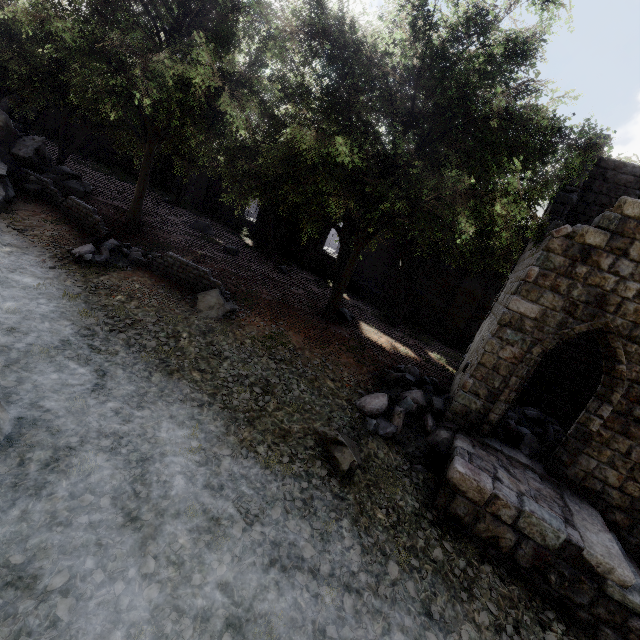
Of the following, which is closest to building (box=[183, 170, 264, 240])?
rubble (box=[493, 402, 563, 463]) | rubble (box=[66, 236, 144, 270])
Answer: rubble (box=[493, 402, 563, 463])

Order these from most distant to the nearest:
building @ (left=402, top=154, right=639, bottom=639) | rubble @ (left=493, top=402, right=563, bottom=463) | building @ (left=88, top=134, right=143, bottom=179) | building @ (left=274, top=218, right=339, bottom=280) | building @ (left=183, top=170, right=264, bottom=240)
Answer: building @ (left=88, top=134, right=143, bottom=179) → building @ (left=183, top=170, right=264, bottom=240) → building @ (left=274, top=218, right=339, bottom=280) → rubble @ (left=493, top=402, right=563, bottom=463) → building @ (left=402, top=154, right=639, bottom=639)

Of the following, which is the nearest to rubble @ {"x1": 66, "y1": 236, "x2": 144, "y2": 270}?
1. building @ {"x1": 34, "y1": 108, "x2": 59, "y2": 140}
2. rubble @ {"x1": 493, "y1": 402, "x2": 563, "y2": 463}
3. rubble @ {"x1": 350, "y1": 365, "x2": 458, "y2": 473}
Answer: rubble @ {"x1": 350, "y1": 365, "x2": 458, "y2": 473}

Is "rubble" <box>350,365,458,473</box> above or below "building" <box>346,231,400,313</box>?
below

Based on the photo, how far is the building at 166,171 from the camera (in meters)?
31.75

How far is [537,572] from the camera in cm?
661

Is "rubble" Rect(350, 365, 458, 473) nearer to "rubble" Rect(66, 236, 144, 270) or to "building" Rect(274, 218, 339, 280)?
"building" Rect(274, 218, 339, 280)

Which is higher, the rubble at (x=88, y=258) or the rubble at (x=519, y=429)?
the rubble at (x=519, y=429)
